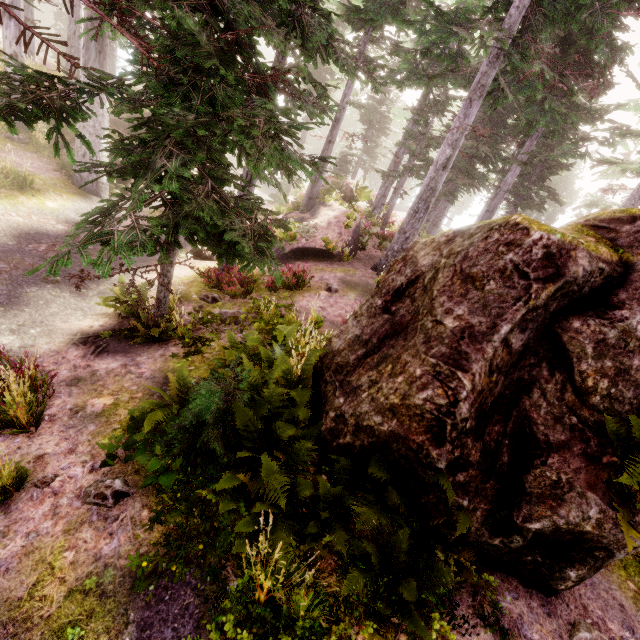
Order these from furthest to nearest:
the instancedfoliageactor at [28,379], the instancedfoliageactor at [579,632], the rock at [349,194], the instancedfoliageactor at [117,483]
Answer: the rock at [349,194] → the instancedfoliageactor at [28,379] → the instancedfoliageactor at [117,483] → the instancedfoliageactor at [579,632]

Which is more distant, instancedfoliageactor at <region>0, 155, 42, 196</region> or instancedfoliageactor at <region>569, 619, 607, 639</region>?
instancedfoliageactor at <region>0, 155, 42, 196</region>

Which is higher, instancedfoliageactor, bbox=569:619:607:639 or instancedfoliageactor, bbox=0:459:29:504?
instancedfoliageactor, bbox=569:619:607:639

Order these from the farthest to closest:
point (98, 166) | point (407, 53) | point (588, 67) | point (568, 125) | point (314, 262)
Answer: point (568, 125)
point (588, 67)
point (314, 262)
point (407, 53)
point (98, 166)

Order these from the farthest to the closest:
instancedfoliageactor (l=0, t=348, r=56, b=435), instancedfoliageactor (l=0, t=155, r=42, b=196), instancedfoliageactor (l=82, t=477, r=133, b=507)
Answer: instancedfoliageactor (l=0, t=155, r=42, b=196) → instancedfoliageactor (l=0, t=348, r=56, b=435) → instancedfoliageactor (l=82, t=477, r=133, b=507)

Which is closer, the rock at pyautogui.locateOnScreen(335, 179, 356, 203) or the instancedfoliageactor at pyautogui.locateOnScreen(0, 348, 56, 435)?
the instancedfoliageactor at pyautogui.locateOnScreen(0, 348, 56, 435)

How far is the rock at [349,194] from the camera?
20.53m

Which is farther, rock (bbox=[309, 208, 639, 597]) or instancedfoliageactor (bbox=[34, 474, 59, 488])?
instancedfoliageactor (bbox=[34, 474, 59, 488])
